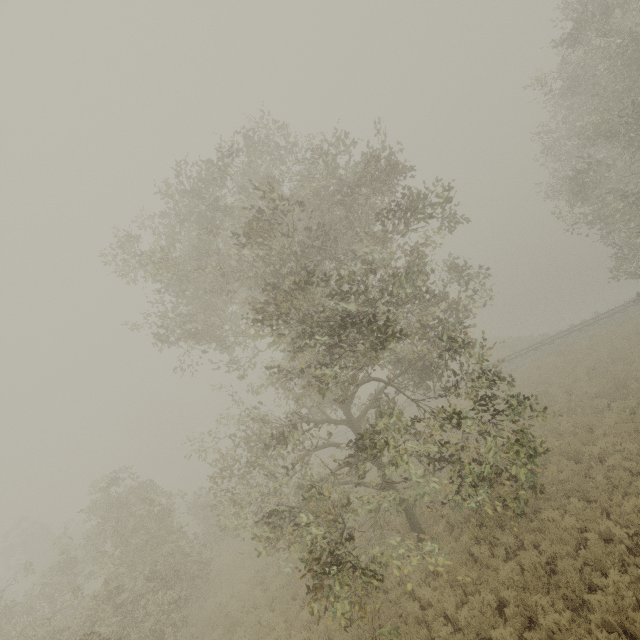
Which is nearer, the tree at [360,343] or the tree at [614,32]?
the tree at [360,343]

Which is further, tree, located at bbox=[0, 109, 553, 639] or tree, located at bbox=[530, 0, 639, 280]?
tree, located at bbox=[530, 0, 639, 280]

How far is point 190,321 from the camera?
11.62m
